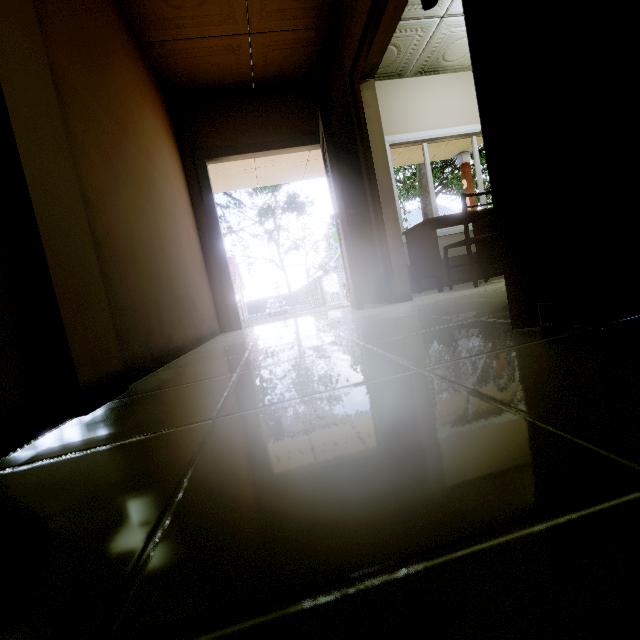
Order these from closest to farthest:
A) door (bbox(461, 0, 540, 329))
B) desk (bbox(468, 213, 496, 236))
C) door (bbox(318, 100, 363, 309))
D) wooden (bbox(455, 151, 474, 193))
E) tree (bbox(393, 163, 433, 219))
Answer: door (bbox(461, 0, 540, 329)) < door (bbox(318, 100, 363, 309)) < desk (bbox(468, 213, 496, 236)) < wooden (bbox(455, 151, 474, 193)) < tree (bbox(393, 163, 433, 219))

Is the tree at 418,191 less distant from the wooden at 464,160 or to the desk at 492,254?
the wooden at 464,160

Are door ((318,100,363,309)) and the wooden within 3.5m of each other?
no

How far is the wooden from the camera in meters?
7.4 m

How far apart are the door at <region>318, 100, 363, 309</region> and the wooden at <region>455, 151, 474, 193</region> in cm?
474

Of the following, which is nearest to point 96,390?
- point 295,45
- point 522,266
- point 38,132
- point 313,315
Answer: point 38,132

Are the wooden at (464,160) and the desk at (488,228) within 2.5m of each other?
no

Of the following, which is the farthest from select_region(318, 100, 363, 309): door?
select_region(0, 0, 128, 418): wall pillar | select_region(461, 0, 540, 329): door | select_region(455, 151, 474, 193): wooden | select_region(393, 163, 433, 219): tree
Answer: select_region(393, 163, 433, 219): tree
